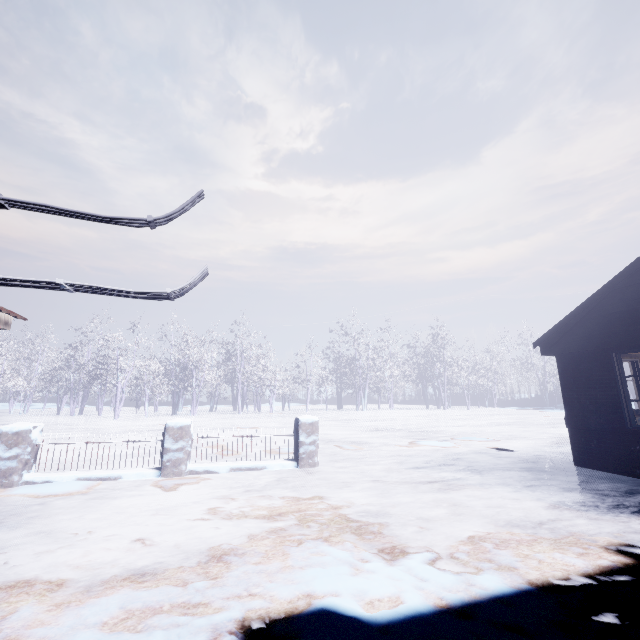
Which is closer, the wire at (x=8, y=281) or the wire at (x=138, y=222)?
the wire at (x=138, y=222)

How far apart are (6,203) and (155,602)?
2.6m

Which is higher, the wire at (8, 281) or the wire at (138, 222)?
the wire at (138, 222)

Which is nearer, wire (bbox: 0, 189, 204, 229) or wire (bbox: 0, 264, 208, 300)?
wire (bbox: 0, 189, 204, 229)

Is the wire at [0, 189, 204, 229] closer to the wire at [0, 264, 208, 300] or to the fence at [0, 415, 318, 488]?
the wire at [0, 264, 208, 300]

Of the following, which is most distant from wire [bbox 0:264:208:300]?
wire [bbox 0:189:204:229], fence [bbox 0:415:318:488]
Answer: fence [bbox 0:415:318:488]
